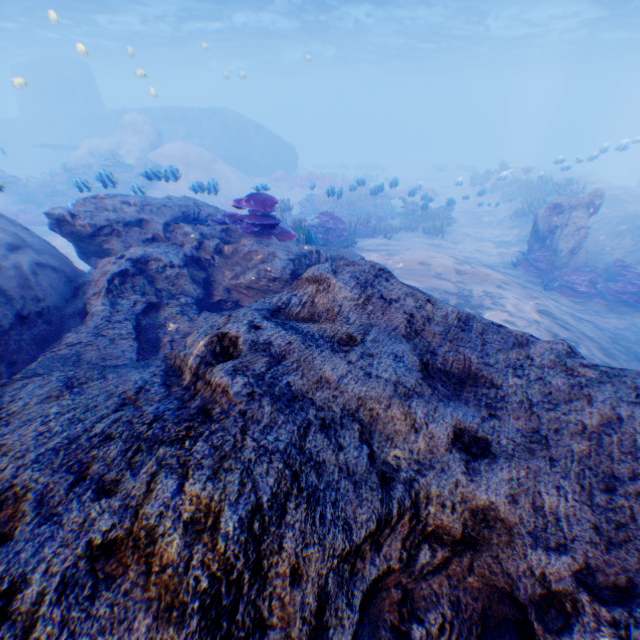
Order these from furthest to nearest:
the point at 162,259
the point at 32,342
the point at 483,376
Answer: the point at 162,259 < the point at 32,342 < the point at 483,376

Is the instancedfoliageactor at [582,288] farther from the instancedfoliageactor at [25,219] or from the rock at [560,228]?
the instancedfoliageactor at [25,219]

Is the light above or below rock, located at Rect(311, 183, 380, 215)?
above

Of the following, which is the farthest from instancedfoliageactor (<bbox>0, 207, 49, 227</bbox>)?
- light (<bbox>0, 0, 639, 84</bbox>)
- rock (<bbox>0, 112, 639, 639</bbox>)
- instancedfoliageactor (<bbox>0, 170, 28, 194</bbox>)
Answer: light (<bbox>0, 0, 639, 84</bbox>)

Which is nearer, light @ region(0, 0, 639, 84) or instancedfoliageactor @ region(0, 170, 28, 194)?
instancedfoliageactor @ region(0, 170, 28, 194)

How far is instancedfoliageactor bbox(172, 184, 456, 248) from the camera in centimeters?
574cm

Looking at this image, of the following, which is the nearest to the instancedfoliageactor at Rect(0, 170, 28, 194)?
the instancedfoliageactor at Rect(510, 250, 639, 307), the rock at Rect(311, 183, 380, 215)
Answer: the rock at Rect(311, 183, 380, 215)

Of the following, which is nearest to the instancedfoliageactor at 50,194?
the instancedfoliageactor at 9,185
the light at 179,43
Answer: the instancedfoliageactor at 9,185
